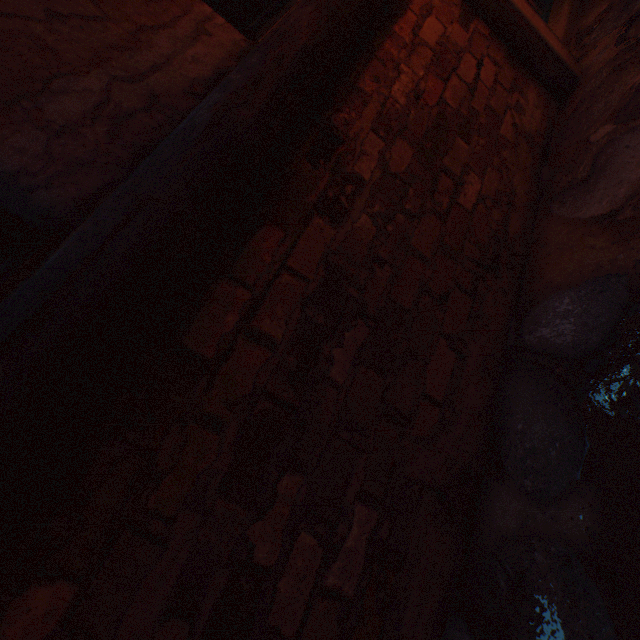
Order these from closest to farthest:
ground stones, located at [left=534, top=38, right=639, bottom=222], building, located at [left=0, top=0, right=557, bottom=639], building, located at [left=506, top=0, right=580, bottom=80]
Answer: building, located at [left=0, top=0, right=557, bottom=639], ground stones, located at [left=534, top=38, right=639, bottom=222], building, located at [left=506, top=0, right=580, bottom=80]

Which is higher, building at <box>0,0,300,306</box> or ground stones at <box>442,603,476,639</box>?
building at <box>0,0,300,306</box>

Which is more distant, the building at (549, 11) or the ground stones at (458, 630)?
the building at (549, 11)

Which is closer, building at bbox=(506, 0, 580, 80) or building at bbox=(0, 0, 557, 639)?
building at bbox=(0, 0, 557, 639)

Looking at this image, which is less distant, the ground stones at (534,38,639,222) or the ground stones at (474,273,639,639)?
the ground stones at (474,273,639,639)

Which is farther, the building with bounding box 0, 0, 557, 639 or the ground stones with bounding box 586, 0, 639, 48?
the ground stones with bounding box 586, 0, 639, 48

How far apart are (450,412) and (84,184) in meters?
1.3
